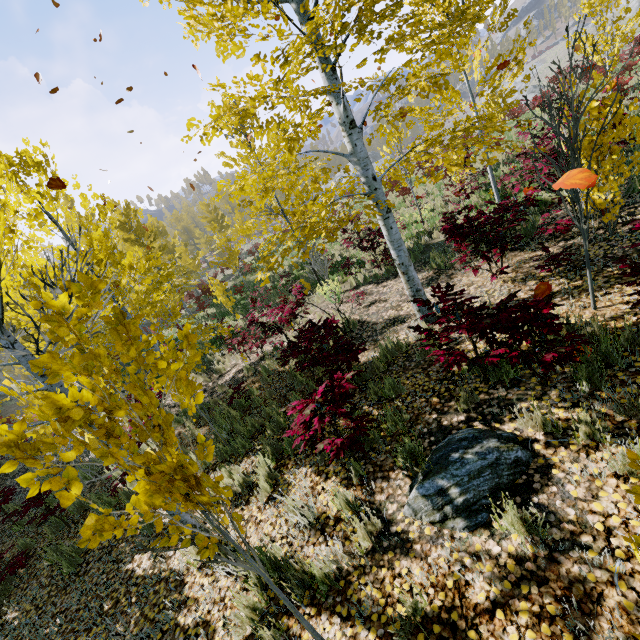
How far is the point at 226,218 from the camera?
31.47m

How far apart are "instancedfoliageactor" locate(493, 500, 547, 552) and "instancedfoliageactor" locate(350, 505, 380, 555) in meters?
1.1 m

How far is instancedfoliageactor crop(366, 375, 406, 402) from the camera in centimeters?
463cm

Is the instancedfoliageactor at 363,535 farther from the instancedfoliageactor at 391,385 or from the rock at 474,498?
the instancedfoliageactor at 391,385

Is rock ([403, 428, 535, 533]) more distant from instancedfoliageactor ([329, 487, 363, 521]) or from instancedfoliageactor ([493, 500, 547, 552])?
instancedfoliageactor ([329, 487, 363, 521])

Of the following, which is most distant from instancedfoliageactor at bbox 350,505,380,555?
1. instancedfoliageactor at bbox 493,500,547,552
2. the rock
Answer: instancedfoliageactor at bbox 493,500,547,552

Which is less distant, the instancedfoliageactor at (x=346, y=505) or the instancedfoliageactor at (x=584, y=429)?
the instancedfoliageactor at (x=584, y=429)

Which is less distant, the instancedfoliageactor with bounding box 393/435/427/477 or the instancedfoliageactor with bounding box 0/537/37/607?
the instancedfoliageactor with bounding box 393/435/427/477
